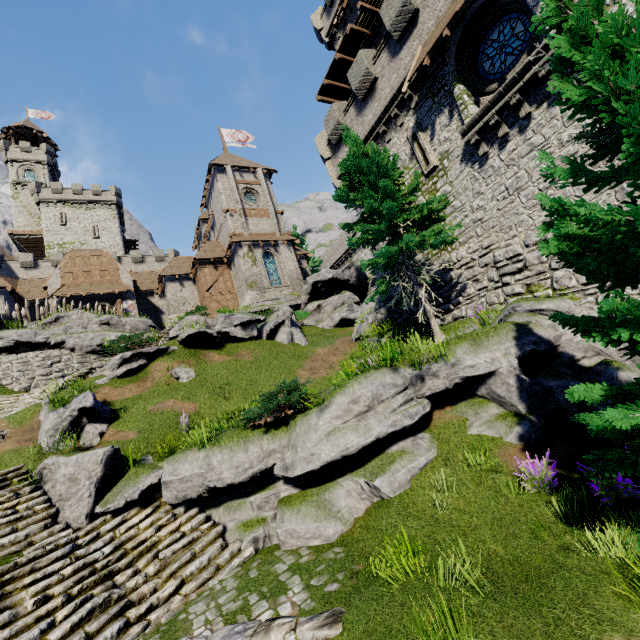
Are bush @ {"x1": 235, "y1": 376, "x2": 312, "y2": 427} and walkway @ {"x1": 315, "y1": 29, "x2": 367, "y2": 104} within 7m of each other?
no

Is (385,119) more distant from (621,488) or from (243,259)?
(243,259)

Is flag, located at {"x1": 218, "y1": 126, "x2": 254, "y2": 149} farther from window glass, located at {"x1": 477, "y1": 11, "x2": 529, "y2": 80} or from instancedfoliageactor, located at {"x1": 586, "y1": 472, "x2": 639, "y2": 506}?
instancedfoliageactor, located at {"x1": 586, "y1": 472, "x2": 639, "y2": 506}

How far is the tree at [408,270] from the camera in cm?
1136

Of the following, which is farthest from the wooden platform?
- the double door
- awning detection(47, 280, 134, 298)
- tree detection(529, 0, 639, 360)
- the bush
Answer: the double door

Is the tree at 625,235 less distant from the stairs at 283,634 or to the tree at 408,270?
the stairs at 283,634

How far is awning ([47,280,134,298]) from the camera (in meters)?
27.45

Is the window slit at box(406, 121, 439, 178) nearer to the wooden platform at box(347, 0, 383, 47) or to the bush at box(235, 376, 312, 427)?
the bush at box(235, 376, 312, 427)
